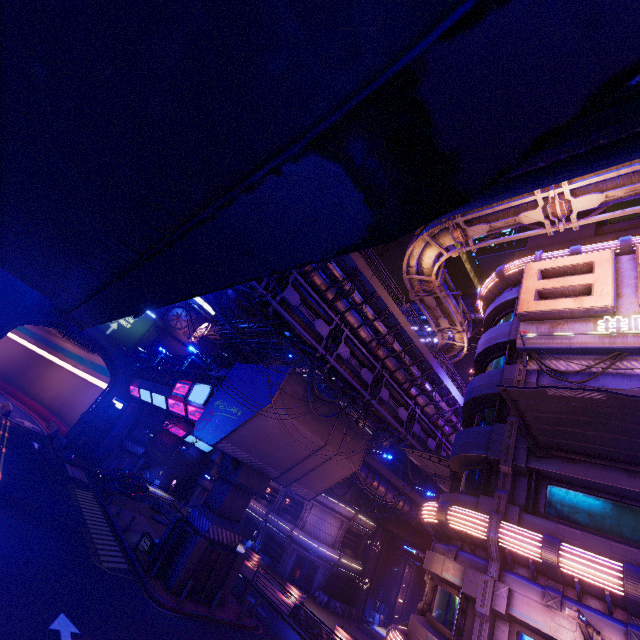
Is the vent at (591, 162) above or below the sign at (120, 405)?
above

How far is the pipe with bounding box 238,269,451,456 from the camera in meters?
16.8

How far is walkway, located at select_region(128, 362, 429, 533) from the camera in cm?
2062

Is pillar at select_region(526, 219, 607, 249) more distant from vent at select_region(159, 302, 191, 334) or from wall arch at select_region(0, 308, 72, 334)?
vent at select_region(159, 302, 191, 334)

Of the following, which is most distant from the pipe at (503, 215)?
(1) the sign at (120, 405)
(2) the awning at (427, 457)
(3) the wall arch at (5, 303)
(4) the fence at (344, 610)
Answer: (4) the fence at (344, 610)

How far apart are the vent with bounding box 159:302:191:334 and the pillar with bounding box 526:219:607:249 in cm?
4496

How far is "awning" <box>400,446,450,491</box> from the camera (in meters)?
19.29

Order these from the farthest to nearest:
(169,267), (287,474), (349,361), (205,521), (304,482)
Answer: (304,482)
(287,474)
(205,521)
(349,361)
(169,267)
